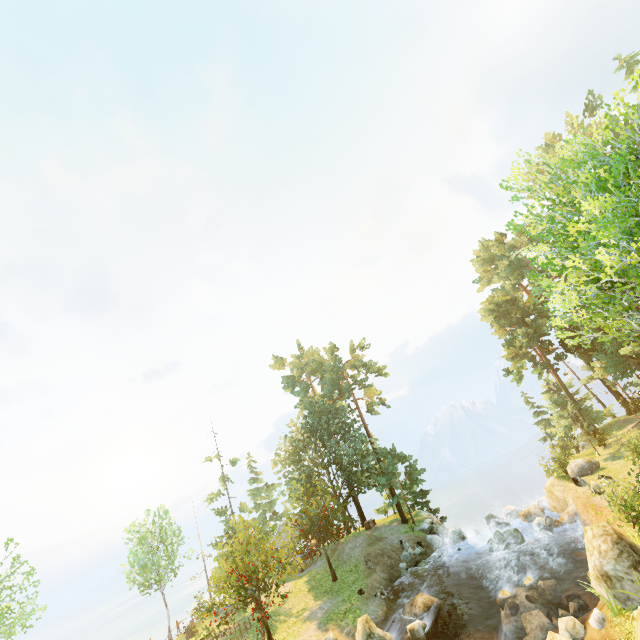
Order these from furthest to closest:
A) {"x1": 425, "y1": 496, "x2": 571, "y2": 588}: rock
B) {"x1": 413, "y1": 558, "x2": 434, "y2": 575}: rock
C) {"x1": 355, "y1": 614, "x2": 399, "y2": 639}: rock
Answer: {"x1": 413, "y1": 558, "x2": 434, "y2": 575}: rock < {"x1": 425, "y1": 496, "x2": 571, "y2": 588}: rock < {"x1": 355, "y1": 614, "x2": 399, "y2": 639}: rock

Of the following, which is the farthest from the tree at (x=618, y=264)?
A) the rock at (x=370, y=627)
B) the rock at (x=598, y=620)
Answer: the rock at (x=598, y=620)

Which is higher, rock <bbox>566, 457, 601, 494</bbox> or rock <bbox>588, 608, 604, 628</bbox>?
rock <bbox>566, 457, 601, 494</bbox>

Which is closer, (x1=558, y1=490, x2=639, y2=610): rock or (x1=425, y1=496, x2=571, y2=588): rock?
(x1=558, y1=490, x2=639, y2=610): rock

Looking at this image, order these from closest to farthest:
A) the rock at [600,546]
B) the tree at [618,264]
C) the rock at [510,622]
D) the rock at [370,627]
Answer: the tree at [618,264]
the rock at [600,546]
the rock at [510,622]
the rock at [370,627]

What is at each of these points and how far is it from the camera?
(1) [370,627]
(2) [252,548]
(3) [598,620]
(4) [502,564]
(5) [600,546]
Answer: (1) rock, 16.6m
(2) tree, 26.6m
(3) rock, 11.8m
(4) rock, 21.2m
(5) rock, 12.2m

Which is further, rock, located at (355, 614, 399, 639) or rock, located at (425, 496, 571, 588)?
rock, located at (425, 496, 571, 588)

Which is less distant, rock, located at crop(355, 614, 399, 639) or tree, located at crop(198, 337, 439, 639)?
rock, located at crop(355, 614, 399, 639)
